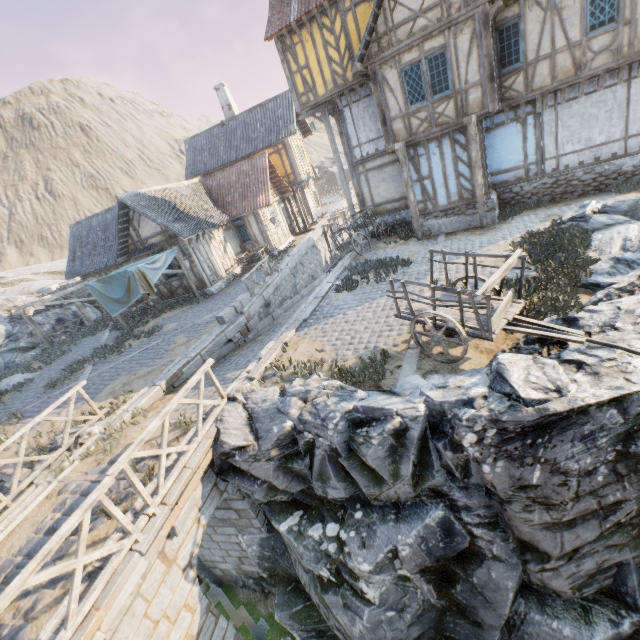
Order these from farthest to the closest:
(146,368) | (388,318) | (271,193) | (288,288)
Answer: (271,193)
(288,288)
(146,368)
(388,318)

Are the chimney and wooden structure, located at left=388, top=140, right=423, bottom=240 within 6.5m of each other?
no

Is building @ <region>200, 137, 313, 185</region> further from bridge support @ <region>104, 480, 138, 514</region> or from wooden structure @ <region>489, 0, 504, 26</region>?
bridge support @ <region>104, 480, 138, 514</region>

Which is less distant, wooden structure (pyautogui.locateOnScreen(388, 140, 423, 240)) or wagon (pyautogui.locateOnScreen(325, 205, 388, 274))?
wooden structure (pyautogui.locateOnScreen(388, 140, 423, 240))

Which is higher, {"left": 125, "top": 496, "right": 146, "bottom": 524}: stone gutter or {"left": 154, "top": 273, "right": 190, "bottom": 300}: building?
{"left": 154, "top": 273, "right": 190, "bottom": 300}: building

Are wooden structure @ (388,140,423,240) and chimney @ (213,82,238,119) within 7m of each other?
no

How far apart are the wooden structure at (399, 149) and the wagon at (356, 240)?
1.97m

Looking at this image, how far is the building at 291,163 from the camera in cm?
2392
